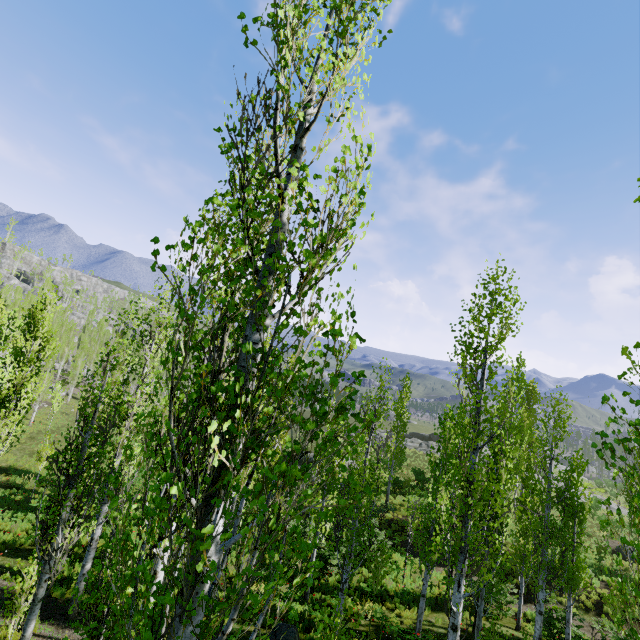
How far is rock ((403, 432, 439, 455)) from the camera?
45.34m

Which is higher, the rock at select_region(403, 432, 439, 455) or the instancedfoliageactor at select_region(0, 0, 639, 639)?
the instancedfoliageactor at select_region(0, 0, 639, 639)

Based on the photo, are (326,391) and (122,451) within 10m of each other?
no

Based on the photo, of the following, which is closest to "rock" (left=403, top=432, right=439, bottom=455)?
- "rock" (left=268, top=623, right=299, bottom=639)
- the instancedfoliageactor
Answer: the instancedfoliageactor

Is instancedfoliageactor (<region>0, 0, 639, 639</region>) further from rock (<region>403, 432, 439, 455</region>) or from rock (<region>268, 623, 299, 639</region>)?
rock (<region>268, 623, 299, 639</region>)

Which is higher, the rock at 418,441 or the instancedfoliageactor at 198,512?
the instancedfoliageactor at 198,512

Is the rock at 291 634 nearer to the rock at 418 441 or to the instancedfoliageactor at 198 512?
the instancedfoliageactor at 198 512
